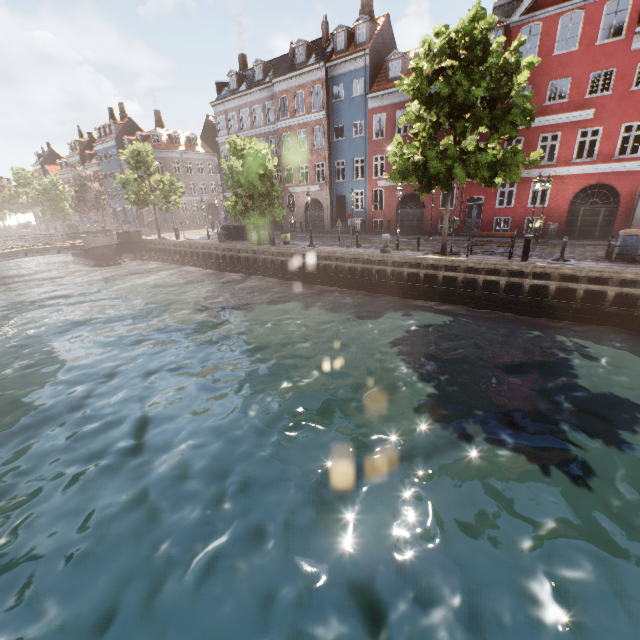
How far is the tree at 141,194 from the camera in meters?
32.1

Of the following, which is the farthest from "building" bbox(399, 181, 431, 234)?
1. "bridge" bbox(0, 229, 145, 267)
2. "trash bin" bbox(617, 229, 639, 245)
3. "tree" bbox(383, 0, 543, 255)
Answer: "bridge" bbox(0, 229, 145, 267)

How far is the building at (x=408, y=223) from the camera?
26.2m

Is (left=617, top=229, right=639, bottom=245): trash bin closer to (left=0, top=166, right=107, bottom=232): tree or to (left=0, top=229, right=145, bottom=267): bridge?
(left=0, top=166, right=107, bottom=232): tree

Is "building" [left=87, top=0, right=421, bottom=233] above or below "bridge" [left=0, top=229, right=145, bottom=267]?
above

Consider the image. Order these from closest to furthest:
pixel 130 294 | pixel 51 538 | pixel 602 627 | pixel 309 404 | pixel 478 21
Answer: pixel 602 627, pixel 51 538, pixel 309 404, pixel 478 21, pixel 130 294

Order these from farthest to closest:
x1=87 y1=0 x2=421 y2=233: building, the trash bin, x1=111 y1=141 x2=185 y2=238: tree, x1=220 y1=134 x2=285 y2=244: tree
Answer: x1=111 y1=141 x2=185 y2=238: tree → x1=87 y1=0 x2=421 y2=233: building → x1=220 y1=134 x2=285 y2=244: tree → the trash bin

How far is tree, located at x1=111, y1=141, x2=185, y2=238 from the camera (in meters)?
32.06
